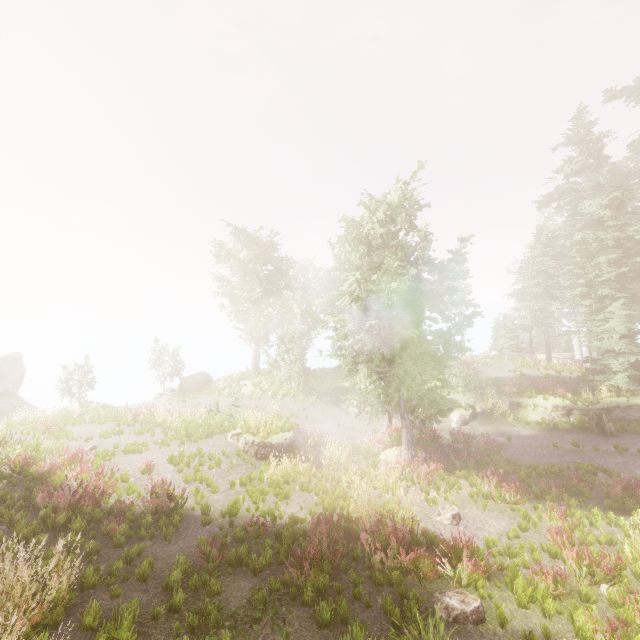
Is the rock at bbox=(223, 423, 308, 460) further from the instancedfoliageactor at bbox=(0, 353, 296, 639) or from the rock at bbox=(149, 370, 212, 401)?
the rock at bbox=(149, 370, 212, 401)

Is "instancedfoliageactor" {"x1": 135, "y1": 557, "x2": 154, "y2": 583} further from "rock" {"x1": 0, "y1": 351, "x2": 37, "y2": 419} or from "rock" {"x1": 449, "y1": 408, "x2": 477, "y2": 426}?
"rock" {"x1": 449, "y1": 408, "x2": 477, "y2": 426}

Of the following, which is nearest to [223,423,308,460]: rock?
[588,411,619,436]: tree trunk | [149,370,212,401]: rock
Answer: [588,411,619,436]: tree trunk

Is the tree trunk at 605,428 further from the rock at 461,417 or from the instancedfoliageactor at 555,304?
the rock at 461,417

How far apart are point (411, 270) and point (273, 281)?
20.9 meters

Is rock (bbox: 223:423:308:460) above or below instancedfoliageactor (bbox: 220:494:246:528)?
above

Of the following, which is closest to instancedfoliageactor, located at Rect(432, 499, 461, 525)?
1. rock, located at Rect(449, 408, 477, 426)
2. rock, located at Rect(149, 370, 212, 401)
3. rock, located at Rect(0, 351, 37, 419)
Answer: rock, located at Rect(149, 370, 212, 401)

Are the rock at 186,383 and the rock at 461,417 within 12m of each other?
no
